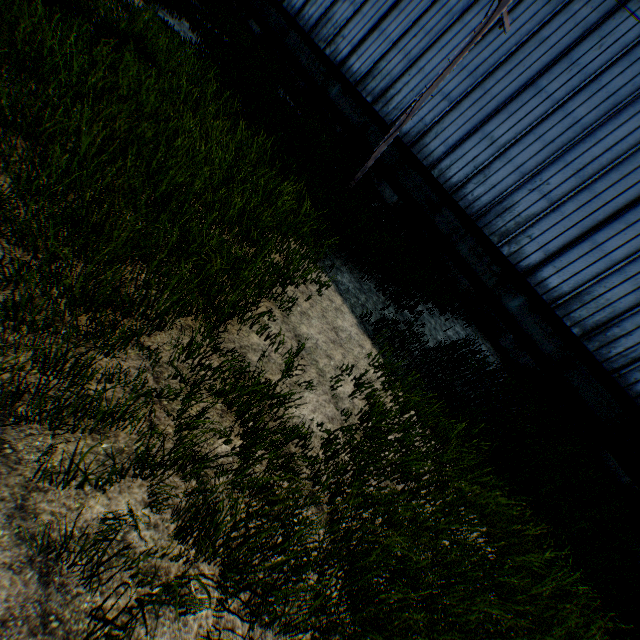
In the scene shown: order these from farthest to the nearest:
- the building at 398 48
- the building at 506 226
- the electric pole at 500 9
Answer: the building at 398 48, the building at 506 226, the electric pole at 500 9

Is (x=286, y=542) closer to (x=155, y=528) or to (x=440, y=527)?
(x=155, y=528)

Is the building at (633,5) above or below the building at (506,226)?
above

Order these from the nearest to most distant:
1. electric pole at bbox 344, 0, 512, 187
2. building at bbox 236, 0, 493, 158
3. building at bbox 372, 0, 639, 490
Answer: electric pole at bbox 344, 0, 512, 187
building at bbox 372, 0, 639, 490
building at bbox 236, 0, 493, 158

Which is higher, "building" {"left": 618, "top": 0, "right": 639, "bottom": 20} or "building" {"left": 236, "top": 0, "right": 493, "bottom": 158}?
"building" {"left": 618, "top": 0, "right": 639, "bottom": 20}

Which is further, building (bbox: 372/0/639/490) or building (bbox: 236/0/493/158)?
building (bbox: 236/0/493/158)

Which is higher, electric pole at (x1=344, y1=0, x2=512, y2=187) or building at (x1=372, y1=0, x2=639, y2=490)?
electric pole at (x1=344, y1=0, x2=512, y2=187)

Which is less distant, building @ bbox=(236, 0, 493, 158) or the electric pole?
the electric pole
